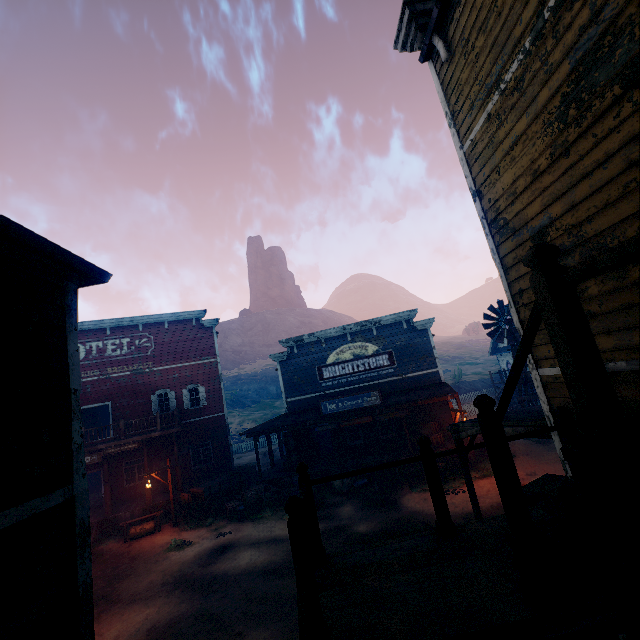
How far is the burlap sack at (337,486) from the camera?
16.6 meters

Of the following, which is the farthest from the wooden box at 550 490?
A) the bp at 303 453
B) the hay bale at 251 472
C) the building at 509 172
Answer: the hay bale at 251 472

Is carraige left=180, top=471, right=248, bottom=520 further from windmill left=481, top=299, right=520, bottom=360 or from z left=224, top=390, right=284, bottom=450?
windmill left=481, top=299, right=520, bottom=360

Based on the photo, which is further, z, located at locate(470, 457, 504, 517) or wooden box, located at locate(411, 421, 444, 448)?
wooden box, located at locate(411, 421, 444, 448)

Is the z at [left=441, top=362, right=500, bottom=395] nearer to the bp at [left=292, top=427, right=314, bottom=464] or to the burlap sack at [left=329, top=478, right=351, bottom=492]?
the burlap sack at [left=329, top=478, right=351, bottom=492]

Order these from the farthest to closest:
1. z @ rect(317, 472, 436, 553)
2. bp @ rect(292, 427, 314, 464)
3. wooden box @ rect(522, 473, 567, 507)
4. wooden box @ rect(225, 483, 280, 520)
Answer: bp @ rect(292, 427, 314, 464) < wooden box @ rect(225, 483, 280, 520) < z @ rect(317, 472, 436, 553) < wooden box @ rect(522, 473, 567, 507)

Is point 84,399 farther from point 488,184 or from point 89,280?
point 488,184

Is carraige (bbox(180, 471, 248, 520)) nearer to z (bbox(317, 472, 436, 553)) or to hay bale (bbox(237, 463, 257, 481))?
z (bbox(317, 472, 436, 553))
